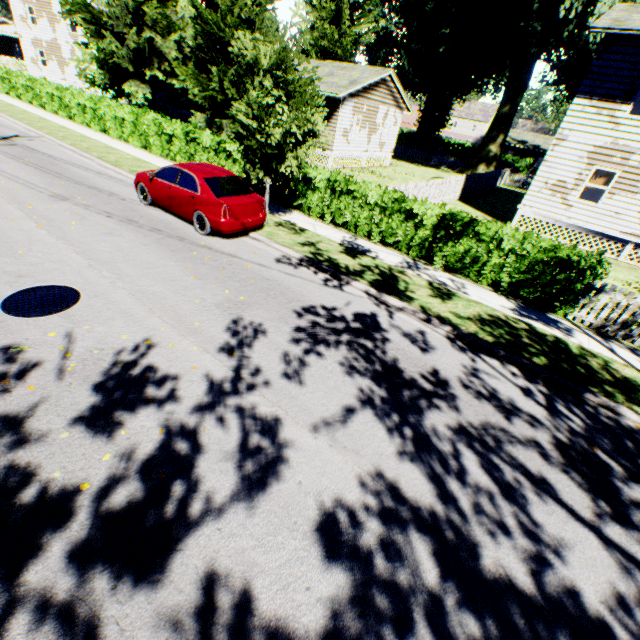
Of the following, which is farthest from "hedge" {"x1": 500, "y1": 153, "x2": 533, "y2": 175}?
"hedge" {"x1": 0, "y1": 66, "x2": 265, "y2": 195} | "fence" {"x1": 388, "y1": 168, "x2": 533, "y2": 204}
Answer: "hedge" {"x1": 0, "y1": 66, "x2": 265, "y2": 195}

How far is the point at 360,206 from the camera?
11.2 meters

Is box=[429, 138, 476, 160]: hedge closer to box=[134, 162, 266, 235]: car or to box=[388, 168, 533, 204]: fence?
box=[388, 168, 533, 204]: fence

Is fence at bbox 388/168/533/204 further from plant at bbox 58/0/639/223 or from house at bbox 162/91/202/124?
house at bbox 162/91/202/124

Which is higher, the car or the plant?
the plant

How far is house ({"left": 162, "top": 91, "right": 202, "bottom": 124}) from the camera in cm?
2999

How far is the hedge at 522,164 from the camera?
46.16m
